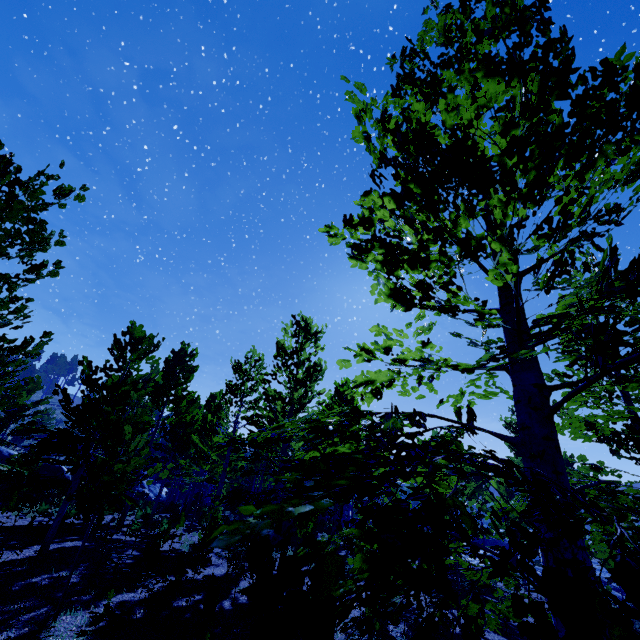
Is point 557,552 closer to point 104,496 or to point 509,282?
point 509,282

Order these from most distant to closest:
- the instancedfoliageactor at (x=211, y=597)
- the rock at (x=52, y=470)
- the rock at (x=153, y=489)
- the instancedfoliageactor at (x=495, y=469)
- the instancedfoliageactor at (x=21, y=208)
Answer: the rock at (x=153, y=489), the rock at (x=52, y=470), the instancedfoliageactor at (x=211, y=597), the instancedfoliageactor at (x=21, y=208), the instancedfoliageactor at (x=495, y=469)

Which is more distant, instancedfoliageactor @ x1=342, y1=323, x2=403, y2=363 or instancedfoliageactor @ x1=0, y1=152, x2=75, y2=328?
instancedfoliageactor @ x1=0, y1=152, x2=75, y2=328

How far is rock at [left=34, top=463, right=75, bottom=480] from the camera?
27.4m

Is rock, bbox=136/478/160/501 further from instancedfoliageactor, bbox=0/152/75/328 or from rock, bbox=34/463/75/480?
rock, bbox=34/463/75/480

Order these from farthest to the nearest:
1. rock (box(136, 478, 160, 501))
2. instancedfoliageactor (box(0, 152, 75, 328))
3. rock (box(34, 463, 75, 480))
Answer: rock (box(136, 478, 160, 501)), rock (box(34, 463, 75, 480)), instancedfoliageactor (box(0, 152, 75, 328))

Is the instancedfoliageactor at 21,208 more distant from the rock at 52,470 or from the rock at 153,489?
the rock at 52,470
